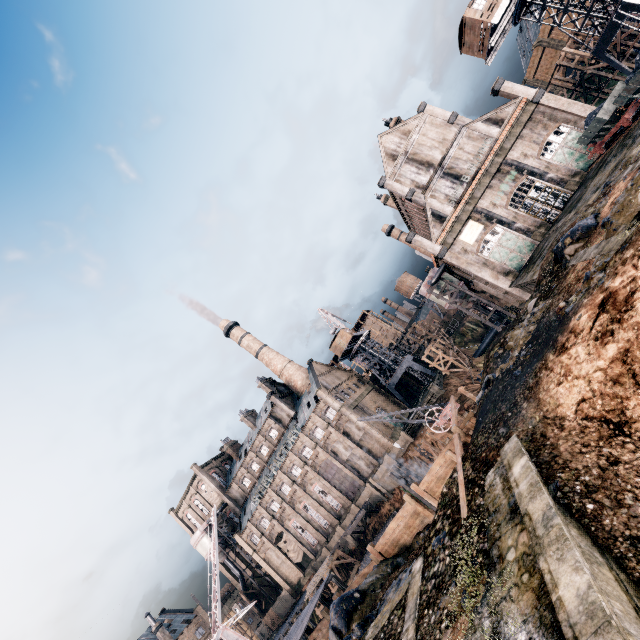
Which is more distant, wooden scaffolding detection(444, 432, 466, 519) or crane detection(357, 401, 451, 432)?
crane detection(357, 401, 451, 432)

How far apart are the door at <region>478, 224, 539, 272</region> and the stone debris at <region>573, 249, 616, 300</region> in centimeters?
2420cm

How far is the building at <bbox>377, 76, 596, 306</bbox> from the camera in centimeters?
3562cm

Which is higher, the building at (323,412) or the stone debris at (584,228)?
the building at (323,412)

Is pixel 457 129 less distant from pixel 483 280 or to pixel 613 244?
pixel 483 280

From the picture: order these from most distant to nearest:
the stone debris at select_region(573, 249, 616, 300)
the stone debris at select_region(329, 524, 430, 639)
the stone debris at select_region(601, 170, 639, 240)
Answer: the stone debris at select_region(329, 524, 430, 639) < the stone debris at select_region(601, 170, 639, 240) < the stone debris at select_region(573, 249, 616, 300)

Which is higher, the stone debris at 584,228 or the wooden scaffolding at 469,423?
the stone debris at 584,228

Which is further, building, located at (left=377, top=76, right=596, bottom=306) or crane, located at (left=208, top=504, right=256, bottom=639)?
building, located at (left=377, top=76, right=596, bottom=306)
